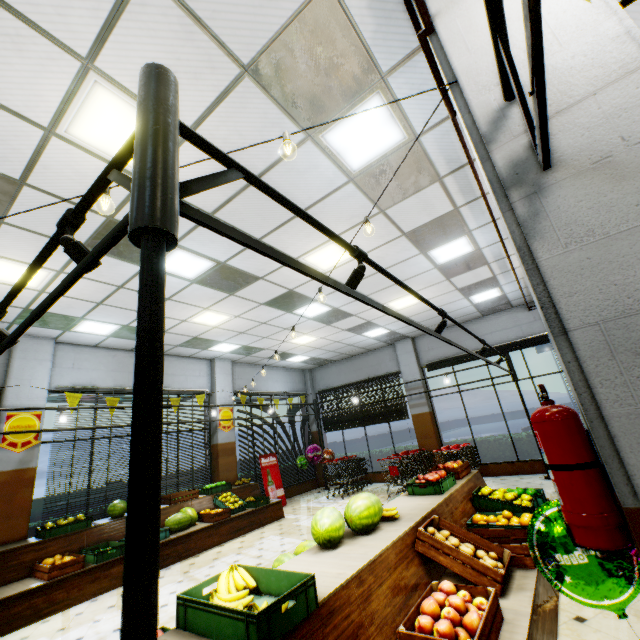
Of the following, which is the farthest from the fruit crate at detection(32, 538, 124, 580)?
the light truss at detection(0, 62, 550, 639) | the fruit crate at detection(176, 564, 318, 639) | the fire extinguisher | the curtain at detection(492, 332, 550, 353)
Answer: the curtain at detection(492, 332, 550, 353)

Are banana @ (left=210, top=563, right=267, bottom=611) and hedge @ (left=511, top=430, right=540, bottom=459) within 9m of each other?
no

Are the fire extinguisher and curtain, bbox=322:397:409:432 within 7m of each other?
no

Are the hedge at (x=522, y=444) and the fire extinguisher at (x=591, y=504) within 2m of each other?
no

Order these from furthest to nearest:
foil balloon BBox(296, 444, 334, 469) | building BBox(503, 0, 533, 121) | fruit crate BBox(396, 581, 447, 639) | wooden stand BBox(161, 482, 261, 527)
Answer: foil balloon BBox(296, 444, 334, 469) → wooden stand BBox(161, 482, 261, 527) → fruit crate BBox(396, 581, 447, 639) → building BBox(503, 0, 533, 121)

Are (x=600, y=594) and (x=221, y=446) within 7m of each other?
no

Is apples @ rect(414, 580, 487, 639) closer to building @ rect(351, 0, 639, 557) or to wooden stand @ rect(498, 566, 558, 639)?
wooden stand @ rect(498, 566, 558, 639)

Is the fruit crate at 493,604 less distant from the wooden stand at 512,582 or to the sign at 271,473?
the wooden stand at 512,582
